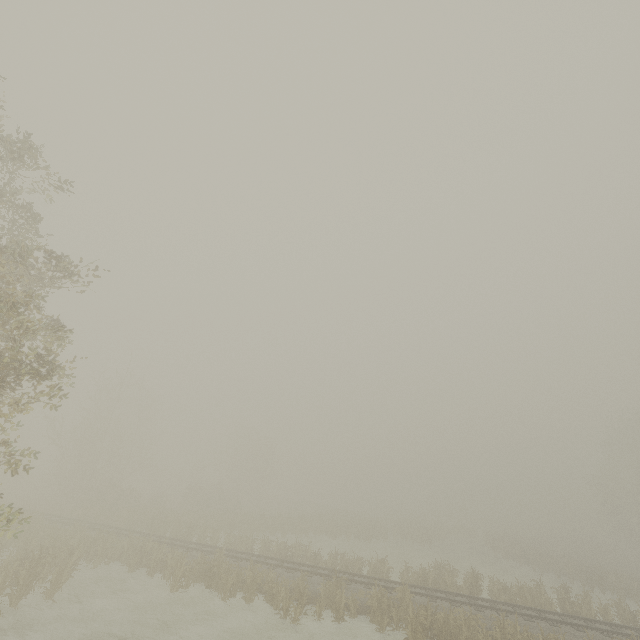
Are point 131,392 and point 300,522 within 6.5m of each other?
no
